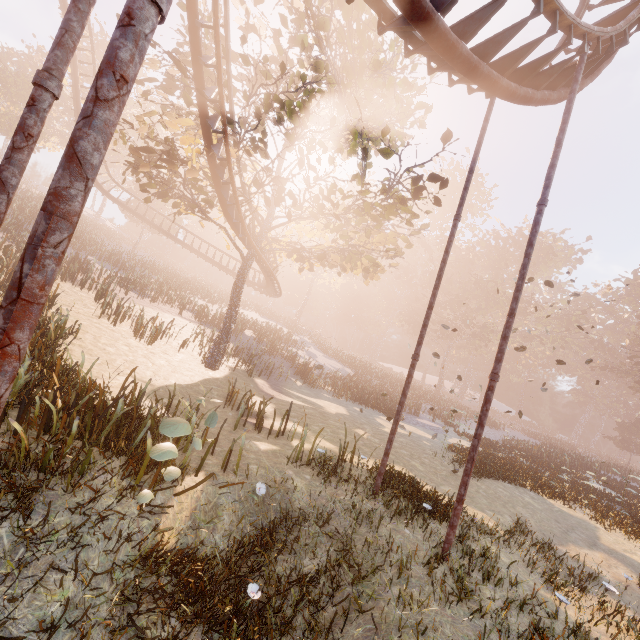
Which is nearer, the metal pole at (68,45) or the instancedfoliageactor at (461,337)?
the metal pole at (68,45)

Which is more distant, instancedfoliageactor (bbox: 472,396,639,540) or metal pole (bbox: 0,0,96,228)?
instancedfoliageactor (bbox: 472,396,639,540)

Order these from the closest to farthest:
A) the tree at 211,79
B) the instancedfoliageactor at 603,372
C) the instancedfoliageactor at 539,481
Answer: the tree at 211,79
the instancedfoliageactor at 539,481
the instancedfoliageactor at 603,372

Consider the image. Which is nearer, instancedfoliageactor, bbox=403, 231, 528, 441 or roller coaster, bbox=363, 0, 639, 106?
roller coaster, bbox=363, 0, 639, 106

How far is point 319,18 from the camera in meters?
13.1 m

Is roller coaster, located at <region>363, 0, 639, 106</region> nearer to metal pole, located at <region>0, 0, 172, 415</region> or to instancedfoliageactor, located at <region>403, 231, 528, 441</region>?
metal pole, located at <region>0, 0, 172, 415</region>

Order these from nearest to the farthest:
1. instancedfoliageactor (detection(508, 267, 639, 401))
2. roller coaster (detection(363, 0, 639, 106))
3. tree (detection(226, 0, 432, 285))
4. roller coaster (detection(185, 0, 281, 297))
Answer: roller coaster (detection(363, 0, 639, 106))
roller coaster (detection(185, 0, 281, 297))
tree (detection(226, 0, 432, 285))
instancedfoliageactor (detection(508, 267, 639, 401))

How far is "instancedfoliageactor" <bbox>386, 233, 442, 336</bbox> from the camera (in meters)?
51.22
